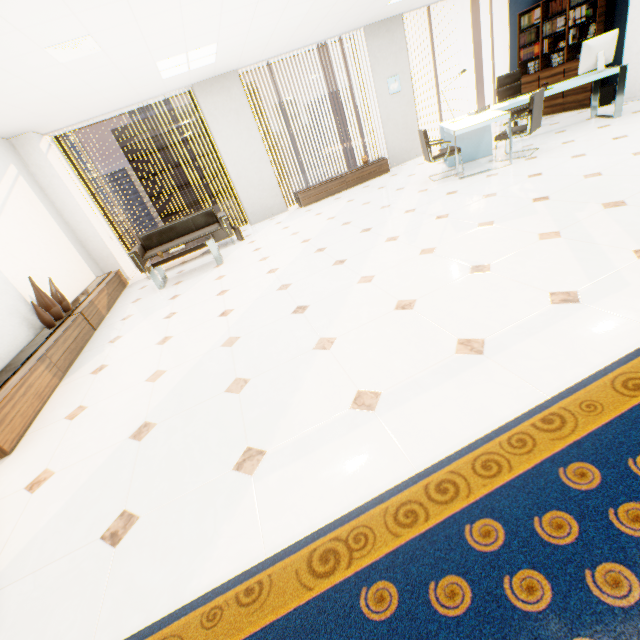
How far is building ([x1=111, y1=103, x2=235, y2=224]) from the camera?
51.6 meters

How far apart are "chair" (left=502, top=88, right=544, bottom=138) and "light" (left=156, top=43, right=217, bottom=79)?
4.70m

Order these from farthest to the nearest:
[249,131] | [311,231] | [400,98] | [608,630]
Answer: [400,98]
[249,131]
[311,231]
[608,630]

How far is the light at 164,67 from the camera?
4.9 meters

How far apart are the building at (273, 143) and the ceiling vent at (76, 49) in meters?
59.8

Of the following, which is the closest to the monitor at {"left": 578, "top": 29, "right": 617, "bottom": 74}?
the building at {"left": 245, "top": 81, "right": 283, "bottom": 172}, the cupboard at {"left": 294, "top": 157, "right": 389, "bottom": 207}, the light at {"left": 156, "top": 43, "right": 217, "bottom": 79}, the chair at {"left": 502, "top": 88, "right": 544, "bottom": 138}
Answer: the chair at {"left": 502, "top": 88, "right": 544, "bottom": 138}

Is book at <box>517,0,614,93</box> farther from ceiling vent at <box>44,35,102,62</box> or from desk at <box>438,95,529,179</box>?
ceiling vent at <box>44,35,102,62</box>

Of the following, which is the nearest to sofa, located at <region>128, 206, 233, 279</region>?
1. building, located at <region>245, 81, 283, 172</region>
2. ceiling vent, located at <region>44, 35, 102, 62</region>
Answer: ceiling vent, located at <region>44, 35, 102, 62</region>
